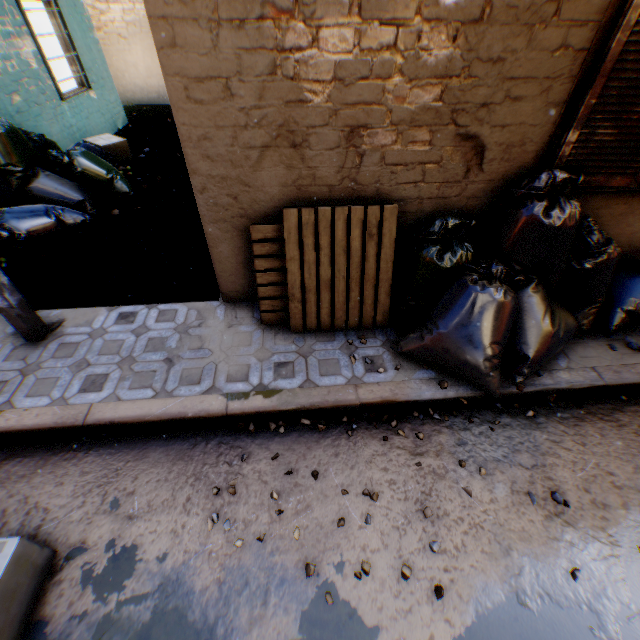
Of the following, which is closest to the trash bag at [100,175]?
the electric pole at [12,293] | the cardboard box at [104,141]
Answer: the electric pole at [12,293]

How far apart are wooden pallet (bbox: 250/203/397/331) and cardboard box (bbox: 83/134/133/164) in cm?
564

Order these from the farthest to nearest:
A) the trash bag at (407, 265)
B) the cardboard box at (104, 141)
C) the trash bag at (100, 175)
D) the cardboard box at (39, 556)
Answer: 1. the cardboard box at (104, 141)
2. the trash bag at (100, 175)
3. the trash bag at (407, 265)
4. the cardboard box at (39, 556)

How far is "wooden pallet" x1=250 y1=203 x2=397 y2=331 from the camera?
2.8 meters

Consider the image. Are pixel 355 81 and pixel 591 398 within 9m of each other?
yes

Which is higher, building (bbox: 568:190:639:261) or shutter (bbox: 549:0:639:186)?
shutter (bbox: 549:0:639:186)

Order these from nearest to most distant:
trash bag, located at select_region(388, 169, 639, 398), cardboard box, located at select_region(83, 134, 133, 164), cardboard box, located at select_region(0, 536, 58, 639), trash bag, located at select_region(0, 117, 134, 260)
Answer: cardboard box, located at select_region(0, 536, 58, 639) → trash bag, located at select_region(388, 169, 639, 398) → trash bag, located at select_region(0, 117, 134, 260) → cardboard box, located at select_region(83, 134, 133, 164)

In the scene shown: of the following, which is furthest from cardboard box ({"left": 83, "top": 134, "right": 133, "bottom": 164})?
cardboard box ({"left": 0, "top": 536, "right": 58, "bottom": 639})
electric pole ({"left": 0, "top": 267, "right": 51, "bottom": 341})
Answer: cardboard box ({"left": 0, "top": 536, "right": 58, "bottom": 639})
